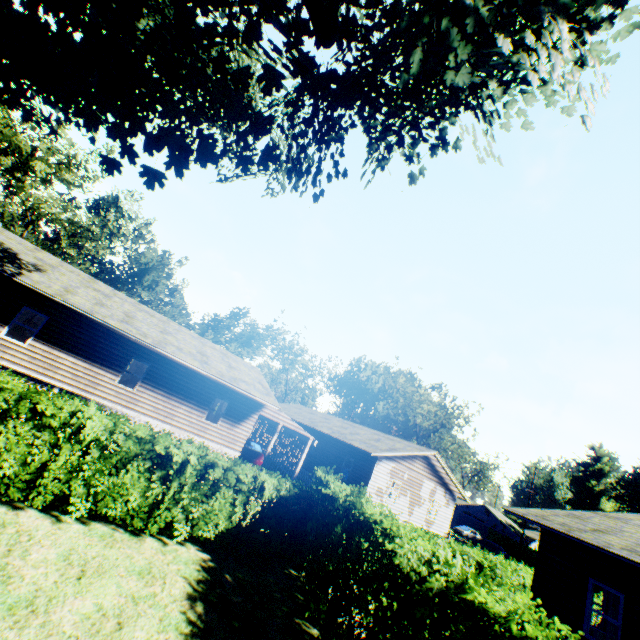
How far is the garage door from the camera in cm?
5175

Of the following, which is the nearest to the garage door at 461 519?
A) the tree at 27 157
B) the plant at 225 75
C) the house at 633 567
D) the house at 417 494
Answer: the house at 633 567

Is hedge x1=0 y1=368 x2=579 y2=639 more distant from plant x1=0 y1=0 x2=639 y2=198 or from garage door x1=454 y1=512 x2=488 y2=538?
garage door x1=454 y1=512 x2=488 y2=538

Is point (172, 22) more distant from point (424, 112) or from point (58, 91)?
point (424, 112)

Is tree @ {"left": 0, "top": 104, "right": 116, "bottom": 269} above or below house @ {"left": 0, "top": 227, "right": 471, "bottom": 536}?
above

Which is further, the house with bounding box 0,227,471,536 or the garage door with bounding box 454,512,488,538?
the garage door with bounding box 454,512,488,538

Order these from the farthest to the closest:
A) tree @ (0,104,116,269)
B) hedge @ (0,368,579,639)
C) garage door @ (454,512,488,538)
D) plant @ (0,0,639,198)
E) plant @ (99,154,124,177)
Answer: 1. garage door @ (454,512,488,538)
2. tree @ (0,104,116,269)
3. plant @ (99,154,124,177)
4. plant @ (0,0,639,198)
5. hedge @ (0,368,579,639)

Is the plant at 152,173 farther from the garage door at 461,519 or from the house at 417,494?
the garage door at 461,519
